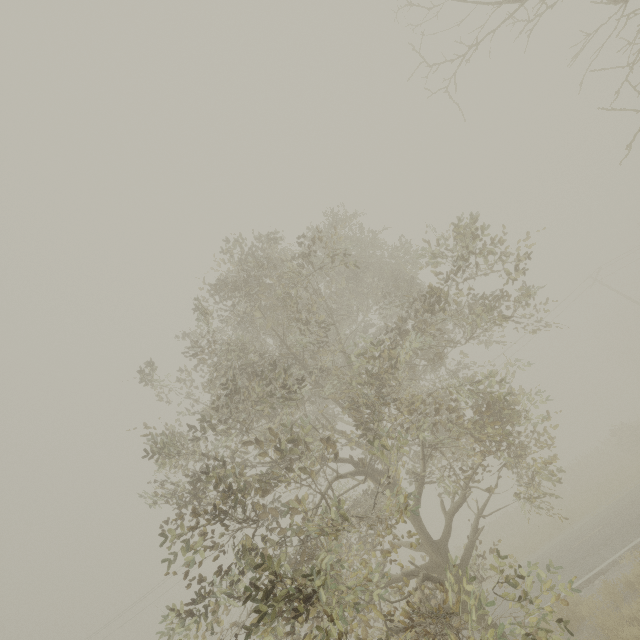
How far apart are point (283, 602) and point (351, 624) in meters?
1.1 m
